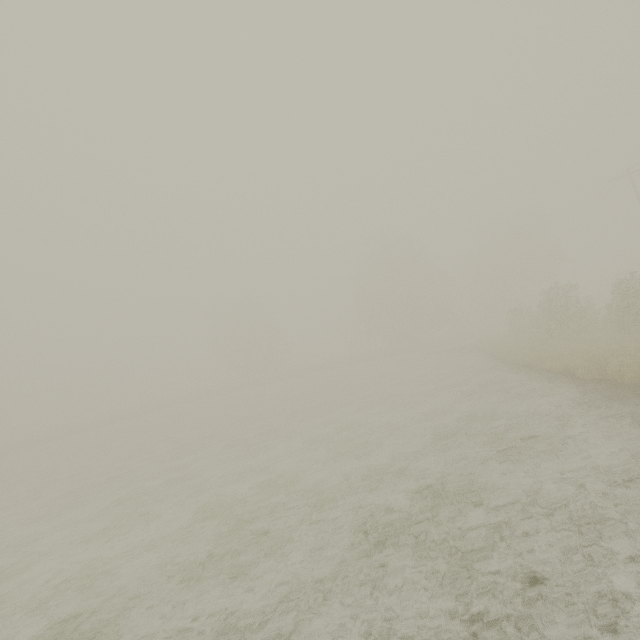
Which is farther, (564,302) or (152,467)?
(564,302)
